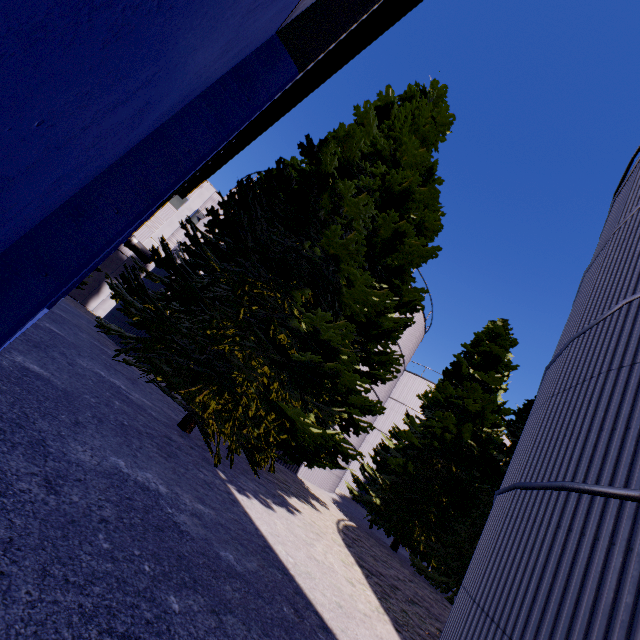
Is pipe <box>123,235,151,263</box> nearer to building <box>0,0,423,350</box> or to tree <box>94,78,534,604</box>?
building <box>0,0,423,350</box>

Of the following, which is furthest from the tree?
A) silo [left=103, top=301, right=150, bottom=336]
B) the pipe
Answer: the pipe

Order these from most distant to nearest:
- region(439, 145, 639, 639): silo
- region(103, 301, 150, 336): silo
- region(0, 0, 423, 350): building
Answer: region(103, 301, 150, 336): silo → region(439, 145, 639, 639): silo → region(0, 0, 423, 350): building

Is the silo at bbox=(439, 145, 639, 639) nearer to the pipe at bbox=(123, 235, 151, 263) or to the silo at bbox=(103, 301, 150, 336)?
the silo at bbox=(103, 301, 150, 336)

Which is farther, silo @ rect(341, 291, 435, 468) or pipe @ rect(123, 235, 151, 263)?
pipe @ rect(123, 235, 151, 263)

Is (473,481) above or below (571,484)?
above

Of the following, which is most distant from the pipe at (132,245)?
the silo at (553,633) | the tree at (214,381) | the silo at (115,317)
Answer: the tree at (214,381)

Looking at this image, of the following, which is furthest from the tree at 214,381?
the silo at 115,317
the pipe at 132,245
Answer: the pipe at 132,245
